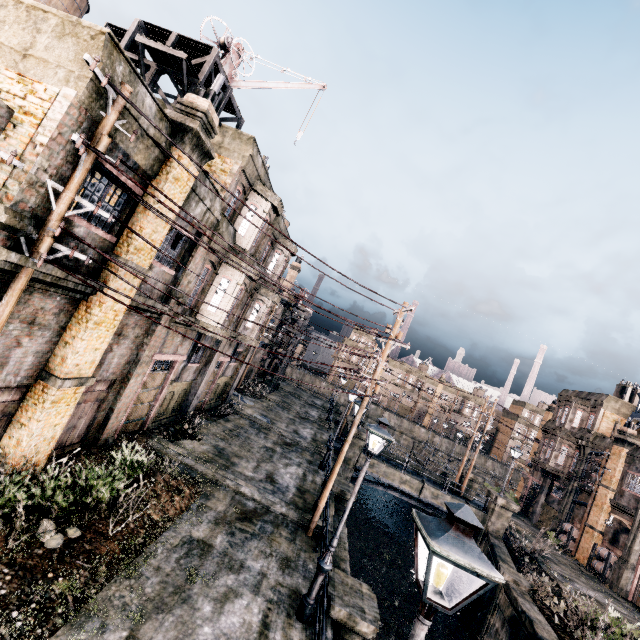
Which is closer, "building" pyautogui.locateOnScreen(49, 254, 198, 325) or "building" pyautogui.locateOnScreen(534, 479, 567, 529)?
"building" pyautogui.locateOnScreen(49, 254, 198, 325)

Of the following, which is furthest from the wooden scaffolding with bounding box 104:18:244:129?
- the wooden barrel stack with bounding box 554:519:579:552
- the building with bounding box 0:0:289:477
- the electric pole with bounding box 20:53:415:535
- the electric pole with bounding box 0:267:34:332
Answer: the wooden barrel stack with bounding box 554:519:579:552

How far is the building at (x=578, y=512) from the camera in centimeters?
3178cm

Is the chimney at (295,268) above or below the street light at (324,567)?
above

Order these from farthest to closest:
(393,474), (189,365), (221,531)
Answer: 1. (393,474)
2. (189,365)
3. (221,531)

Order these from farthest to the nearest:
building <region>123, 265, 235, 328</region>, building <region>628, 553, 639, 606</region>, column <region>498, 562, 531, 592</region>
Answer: building <region>628, 553, 639, 606</region>
column <region>498, 562, 531, 592</region>
building <region>123, 265, 235, 328</region>

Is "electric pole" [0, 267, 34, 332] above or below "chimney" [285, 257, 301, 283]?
below

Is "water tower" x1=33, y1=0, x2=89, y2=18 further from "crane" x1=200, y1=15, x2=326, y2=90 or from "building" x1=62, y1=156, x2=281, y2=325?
"crane" x1=200, y1=15, x2=326, y2=90
